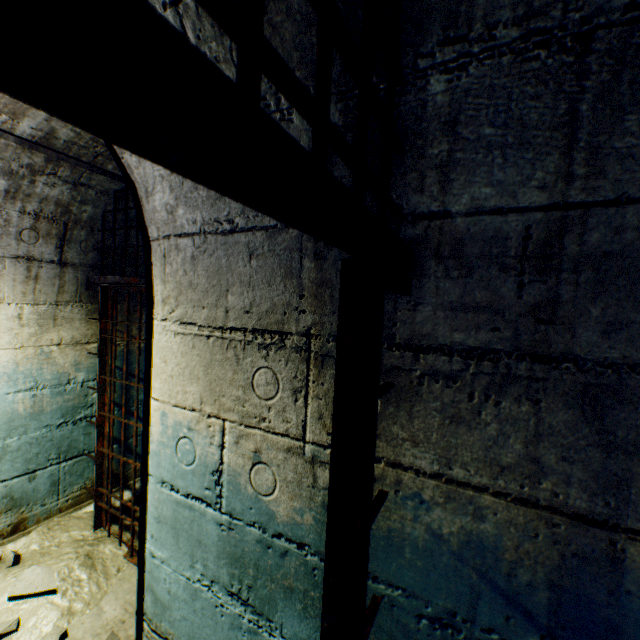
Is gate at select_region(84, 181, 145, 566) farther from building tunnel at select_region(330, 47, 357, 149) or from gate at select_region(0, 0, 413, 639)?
gate at select_region(0, 0, 413, 639)

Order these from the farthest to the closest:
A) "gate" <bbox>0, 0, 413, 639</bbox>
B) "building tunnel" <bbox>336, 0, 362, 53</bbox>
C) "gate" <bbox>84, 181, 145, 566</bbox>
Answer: "gate" <bbox>84, 181, 145, 566</bbox>
"building tunnel" <bbox>336, 0, 362, 53</bbox>
"gate" <bbox>0, 0, 413, 639</bbox>

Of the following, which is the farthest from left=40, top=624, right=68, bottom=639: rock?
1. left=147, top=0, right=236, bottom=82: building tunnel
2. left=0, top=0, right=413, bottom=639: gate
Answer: left=0, top=0, right=413, bottom=639: gate

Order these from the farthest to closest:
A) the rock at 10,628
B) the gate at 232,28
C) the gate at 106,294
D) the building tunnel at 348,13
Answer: the gate at 106,294 → the rock at 10,628 → the building tunnel at 348,13 → the gate at 232,28

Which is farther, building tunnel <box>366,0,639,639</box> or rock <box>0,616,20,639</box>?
rock <box>0,616,20,639</box>

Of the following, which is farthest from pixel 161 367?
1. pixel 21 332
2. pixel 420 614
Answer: pixel 21 332

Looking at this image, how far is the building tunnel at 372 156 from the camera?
0.8 meters
